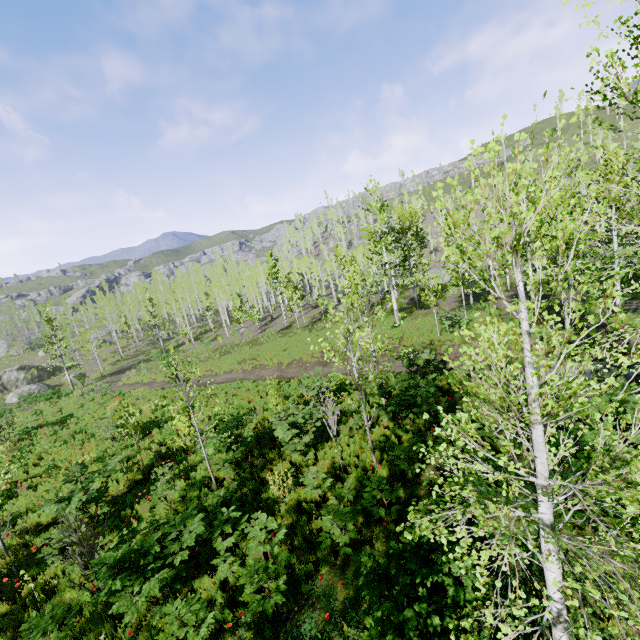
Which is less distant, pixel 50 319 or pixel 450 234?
pixel 450 234

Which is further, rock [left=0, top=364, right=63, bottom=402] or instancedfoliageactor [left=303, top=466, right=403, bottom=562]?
rock [left=0, top=364, right=63, bottom=402]

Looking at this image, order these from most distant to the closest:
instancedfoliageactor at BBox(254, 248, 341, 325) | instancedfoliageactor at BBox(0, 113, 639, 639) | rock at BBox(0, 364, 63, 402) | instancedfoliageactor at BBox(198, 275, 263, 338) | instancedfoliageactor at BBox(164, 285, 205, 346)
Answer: instancedfoliageactor at BBox(164, 285, 205, 346), instancedfoliageactor at BBox(198, 275, 263, 338), rock at BBox(0, 364, 63, 402), instancedfoliageactor at BBox(254, 248, 341, 325), instancedfoliageactor at BBox(0, 113, 639, 639)

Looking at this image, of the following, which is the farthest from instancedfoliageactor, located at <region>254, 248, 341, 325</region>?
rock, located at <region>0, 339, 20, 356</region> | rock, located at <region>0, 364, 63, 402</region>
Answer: rock, located at <region>0, 364, 63, 402</region>

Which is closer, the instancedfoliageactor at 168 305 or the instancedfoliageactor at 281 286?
the instancedfoliageactor at 281 286

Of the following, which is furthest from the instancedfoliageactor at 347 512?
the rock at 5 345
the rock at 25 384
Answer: the rock at 25 384

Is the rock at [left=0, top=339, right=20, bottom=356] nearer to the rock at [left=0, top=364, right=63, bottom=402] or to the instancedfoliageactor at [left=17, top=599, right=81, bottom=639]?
→ the instancedfoliageactor at [left=17, top=599, right=81, bottom=639]
